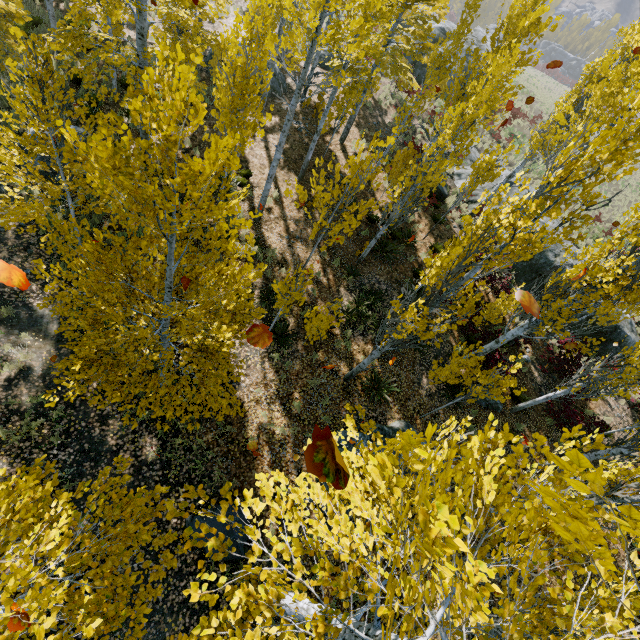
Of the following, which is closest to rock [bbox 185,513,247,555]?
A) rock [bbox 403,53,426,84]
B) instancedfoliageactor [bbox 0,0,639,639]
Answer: instancedfoliageactor [bbox 0,0,639,639]

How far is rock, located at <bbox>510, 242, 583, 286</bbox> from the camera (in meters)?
14.92

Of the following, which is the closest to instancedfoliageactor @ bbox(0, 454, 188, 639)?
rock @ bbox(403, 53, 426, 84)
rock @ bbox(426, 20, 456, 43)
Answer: rock @ bbox(403, 53, 426, 84)

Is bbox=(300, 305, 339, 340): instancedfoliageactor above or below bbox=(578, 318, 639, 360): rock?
below

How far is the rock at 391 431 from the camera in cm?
859

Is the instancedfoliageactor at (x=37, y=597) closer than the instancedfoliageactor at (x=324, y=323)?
Yes

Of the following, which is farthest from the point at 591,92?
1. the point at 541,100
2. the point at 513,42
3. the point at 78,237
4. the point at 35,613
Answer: the point at 541,100
